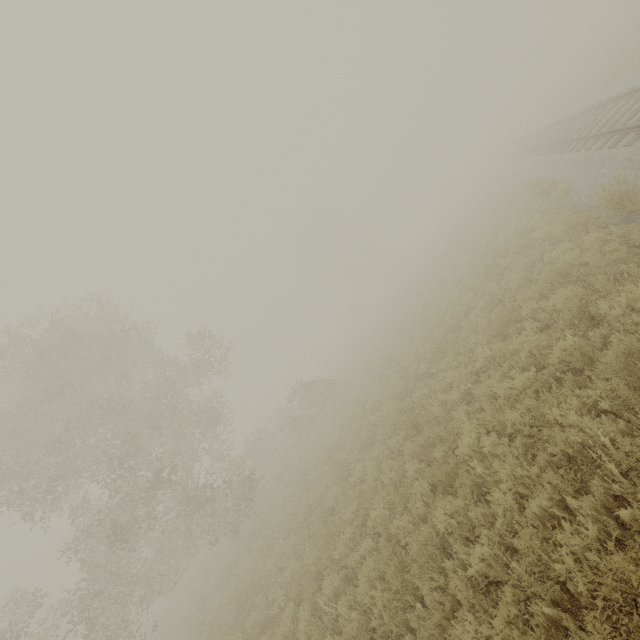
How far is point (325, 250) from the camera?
54.81m
